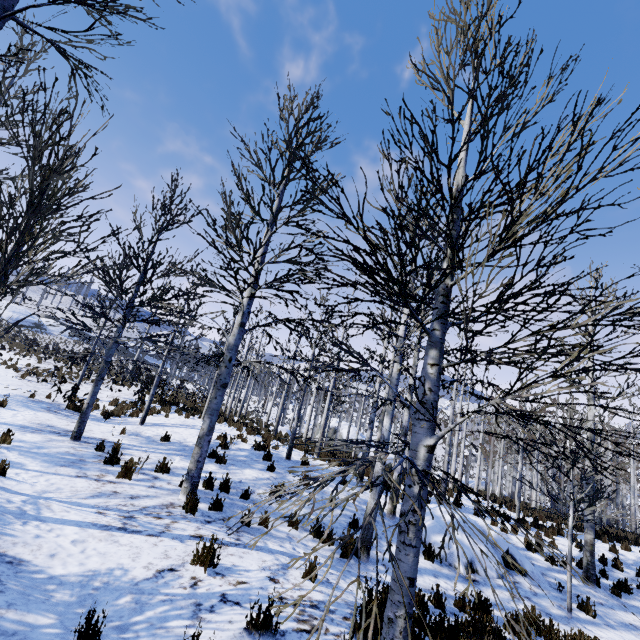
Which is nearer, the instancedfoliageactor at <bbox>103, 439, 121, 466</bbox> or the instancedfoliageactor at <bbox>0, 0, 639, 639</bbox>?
the instancedfoliageactor at <bbox>0, 0, 639, 639</bbox>

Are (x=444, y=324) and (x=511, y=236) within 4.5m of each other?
yes

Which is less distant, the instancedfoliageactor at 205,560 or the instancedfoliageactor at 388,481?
the instancedfoliageactor at 388,481

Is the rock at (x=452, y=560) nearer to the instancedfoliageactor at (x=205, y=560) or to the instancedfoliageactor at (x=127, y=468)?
the instancedfoliageactor at (x=127, y=468)

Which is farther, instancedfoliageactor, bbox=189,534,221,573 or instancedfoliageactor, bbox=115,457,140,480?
instancedfoliageactor, bbox=115,457,140,480

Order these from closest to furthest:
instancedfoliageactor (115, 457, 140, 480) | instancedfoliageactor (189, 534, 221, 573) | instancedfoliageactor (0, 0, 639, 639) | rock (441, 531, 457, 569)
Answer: instancedfoliageactor (0, 0, 639, 639) → instancedfoliageactor (189, 534, 221, 573) → instancedfoliageactor (115, 457, 140, 480) → rock (441, 531, 457, 569)

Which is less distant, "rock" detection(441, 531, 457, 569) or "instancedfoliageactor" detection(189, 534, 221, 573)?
"instancedfoliageactor" detection(189, 534, 221, 573)

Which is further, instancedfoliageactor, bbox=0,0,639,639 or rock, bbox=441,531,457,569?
rock, bbox=441,531,457,569
